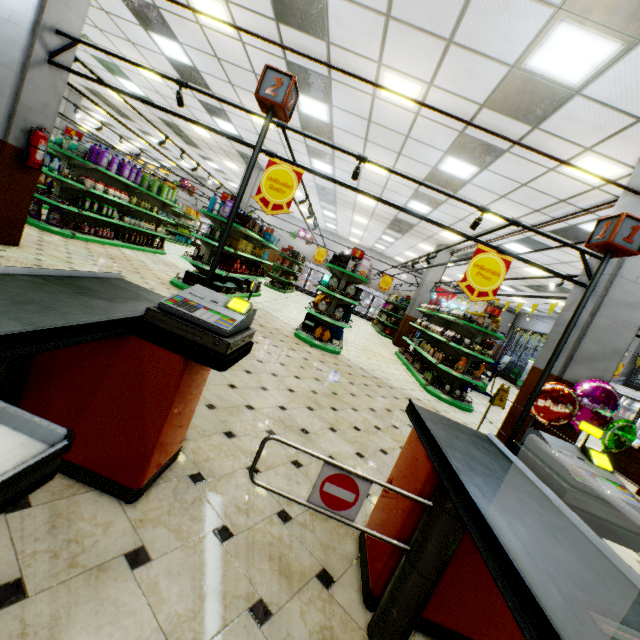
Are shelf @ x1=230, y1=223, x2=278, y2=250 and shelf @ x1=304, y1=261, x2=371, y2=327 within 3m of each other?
yes

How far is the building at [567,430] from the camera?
4.6 meters

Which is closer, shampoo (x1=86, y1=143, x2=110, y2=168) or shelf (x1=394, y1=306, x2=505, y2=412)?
shelf (x1=394, y1=306, x2=505, y2=412)

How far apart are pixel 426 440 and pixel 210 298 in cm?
144

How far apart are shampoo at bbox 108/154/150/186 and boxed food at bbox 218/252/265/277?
3.7 meters

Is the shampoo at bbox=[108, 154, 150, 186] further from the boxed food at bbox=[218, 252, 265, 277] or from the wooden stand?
the wooden stand

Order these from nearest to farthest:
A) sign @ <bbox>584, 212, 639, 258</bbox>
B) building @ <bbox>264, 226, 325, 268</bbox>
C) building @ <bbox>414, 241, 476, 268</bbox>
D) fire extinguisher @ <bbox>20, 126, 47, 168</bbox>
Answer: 1. sign @ <bbox>584, 212, 639, 258</bbox>
2. fire extinguisher @ <bbox>20, 126, 47, 168</bbox>
3. building @ <bbox>414, 241, 476, 268</bbox>
4. building @ <bbox>264, 226, 325, 268</bbox>

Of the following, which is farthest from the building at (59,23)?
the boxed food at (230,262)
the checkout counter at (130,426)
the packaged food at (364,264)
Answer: the packaged food at (364,264)
